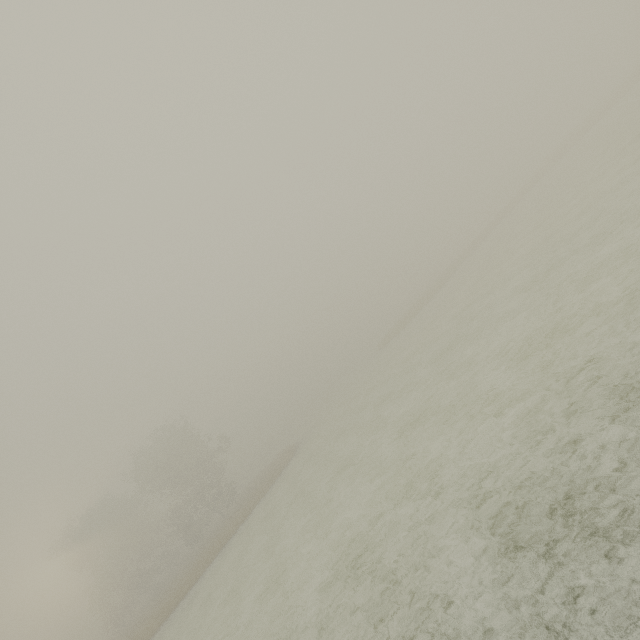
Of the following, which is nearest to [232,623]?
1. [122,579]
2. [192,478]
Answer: [192,478]
